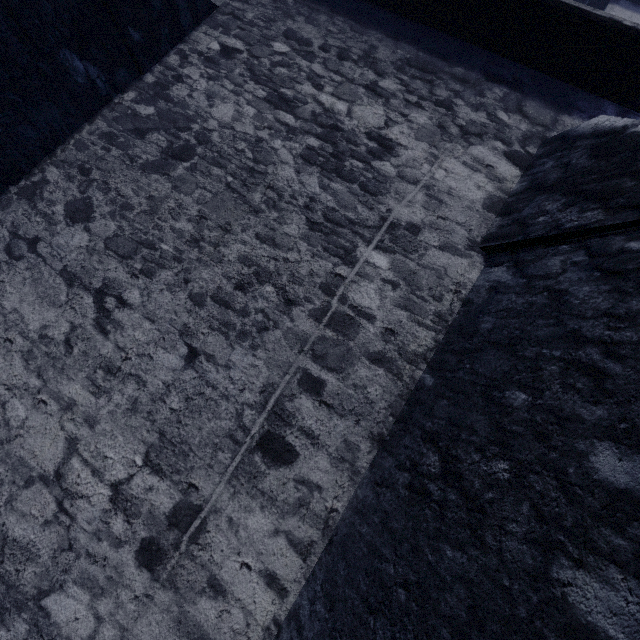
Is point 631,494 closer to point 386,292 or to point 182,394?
point 386,292
